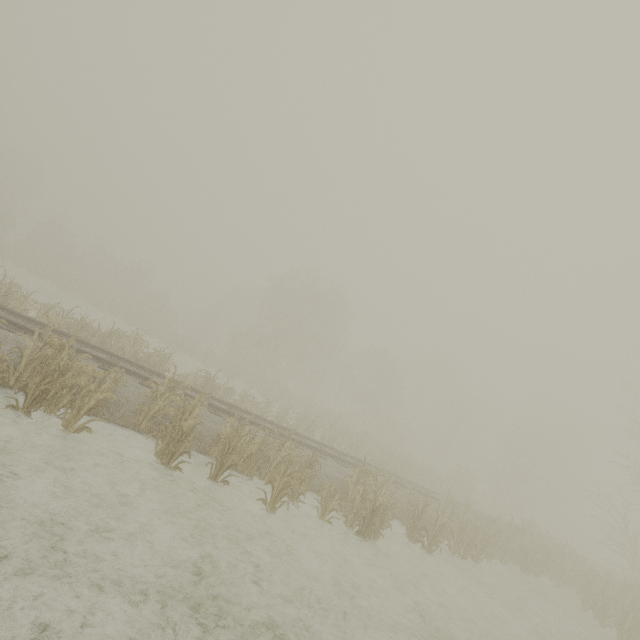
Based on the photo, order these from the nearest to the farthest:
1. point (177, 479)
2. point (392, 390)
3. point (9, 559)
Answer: point (9, 559)
point (177, 479)
point (392, 390)
